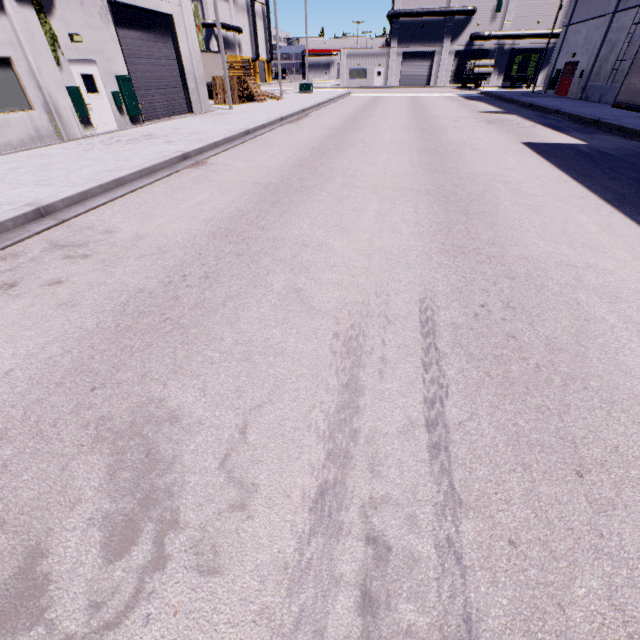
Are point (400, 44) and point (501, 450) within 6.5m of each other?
no

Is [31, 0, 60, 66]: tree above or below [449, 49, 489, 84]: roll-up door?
above

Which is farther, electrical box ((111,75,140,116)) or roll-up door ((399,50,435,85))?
roll-up door ((399,50,435,85))

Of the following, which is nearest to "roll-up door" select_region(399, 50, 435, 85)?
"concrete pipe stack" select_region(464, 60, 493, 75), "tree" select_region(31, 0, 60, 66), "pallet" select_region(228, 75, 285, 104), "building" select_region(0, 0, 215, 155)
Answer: "building" select_region(0, 0, 215, 155)

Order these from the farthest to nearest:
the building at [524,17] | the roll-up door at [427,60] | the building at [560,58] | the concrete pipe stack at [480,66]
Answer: the roll-up door at [427,60]
the building at [524,17]
the concrete pipe stack at [480,66]
the building at [560,58]

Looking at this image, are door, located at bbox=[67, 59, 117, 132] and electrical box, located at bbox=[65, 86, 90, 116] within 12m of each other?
yes

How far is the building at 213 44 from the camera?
57.8 meters

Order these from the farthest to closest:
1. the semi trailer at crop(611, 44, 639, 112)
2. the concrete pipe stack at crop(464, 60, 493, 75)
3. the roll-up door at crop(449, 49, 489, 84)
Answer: the roll-up door at crop(449, 49, 489, 84)
the concrete pipe stack at crop(464, 60, 493, 75)
the semi trailer at crop(611, 44, 639, 112)
